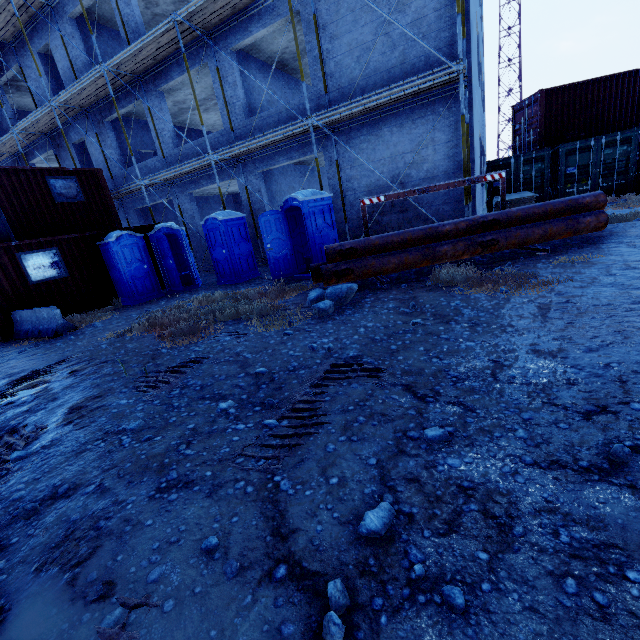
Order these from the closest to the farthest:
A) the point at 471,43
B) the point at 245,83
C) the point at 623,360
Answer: the point at 623,360 < the point at 471,43 < the point at 245,83

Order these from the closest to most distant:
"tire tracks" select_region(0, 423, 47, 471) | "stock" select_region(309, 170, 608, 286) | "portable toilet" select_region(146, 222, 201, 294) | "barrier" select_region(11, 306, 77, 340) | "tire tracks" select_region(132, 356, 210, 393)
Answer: "tire tracks" select_region(0, 423, 47, 471)
"tire tracks" select_region(132, 356, 210, 393)
"stock" select_region(309, 170, 608, 286)
"barrier" select_region(11, 306, 77, 340)
"portable toilet" select_region(146, 222, 201, 294)

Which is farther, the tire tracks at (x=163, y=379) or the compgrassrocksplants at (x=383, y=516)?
the tire tracks at (x=163, y=379)

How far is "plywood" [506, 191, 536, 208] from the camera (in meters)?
10.50

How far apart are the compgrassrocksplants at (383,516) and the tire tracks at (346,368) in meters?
0.8 m

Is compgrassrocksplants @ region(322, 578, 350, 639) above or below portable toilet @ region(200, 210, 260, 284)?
below

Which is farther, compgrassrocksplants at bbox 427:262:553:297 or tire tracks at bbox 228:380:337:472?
compgrassrocksplants at bbox 427:262:553:297

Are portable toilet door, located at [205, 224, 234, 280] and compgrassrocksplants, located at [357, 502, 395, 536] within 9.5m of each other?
no
